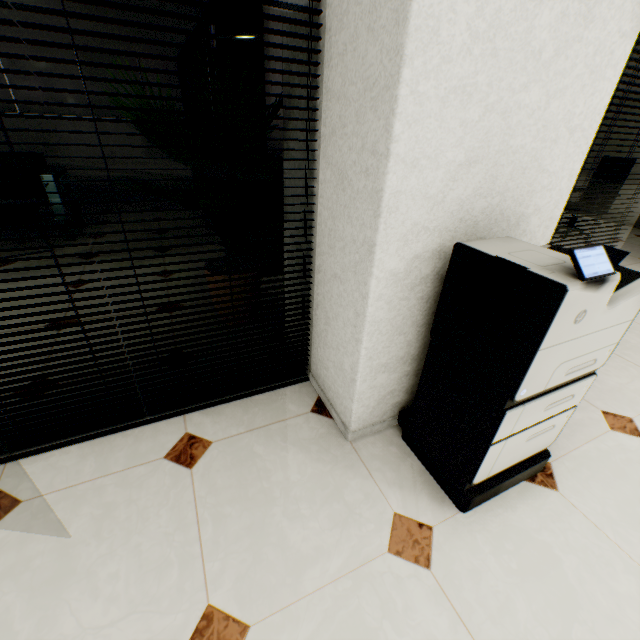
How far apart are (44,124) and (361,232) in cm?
666

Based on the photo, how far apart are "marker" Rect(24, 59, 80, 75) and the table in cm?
177

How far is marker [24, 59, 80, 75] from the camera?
4.75m

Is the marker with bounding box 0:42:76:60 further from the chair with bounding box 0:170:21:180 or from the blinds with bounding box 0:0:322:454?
the blinds with bounding box 0:0:322:454

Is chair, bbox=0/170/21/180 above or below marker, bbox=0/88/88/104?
below

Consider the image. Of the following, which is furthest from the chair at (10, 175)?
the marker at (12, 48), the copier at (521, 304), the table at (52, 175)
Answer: the copier at (521, 304)

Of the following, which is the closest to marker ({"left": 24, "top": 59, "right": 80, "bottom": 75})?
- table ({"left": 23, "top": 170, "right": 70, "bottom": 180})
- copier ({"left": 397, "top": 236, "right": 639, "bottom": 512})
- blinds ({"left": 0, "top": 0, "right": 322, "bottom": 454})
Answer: table ({"left": 23, "top": 170, "right": 70, "bottom": 180})

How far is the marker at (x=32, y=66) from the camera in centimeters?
475cm
